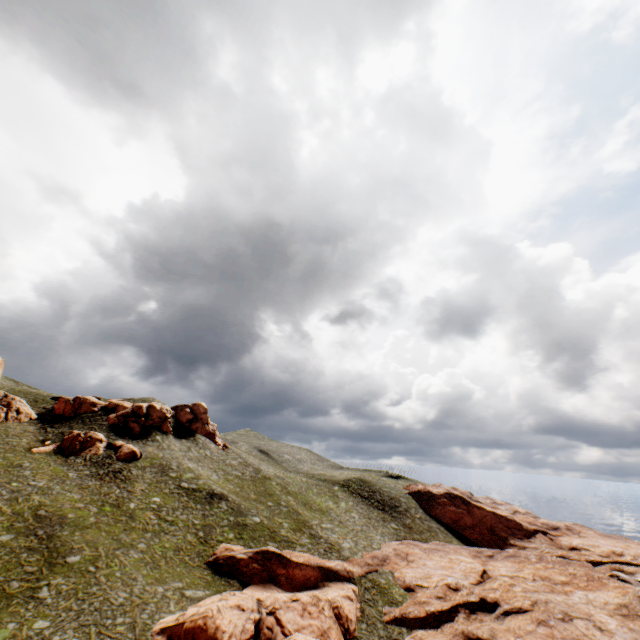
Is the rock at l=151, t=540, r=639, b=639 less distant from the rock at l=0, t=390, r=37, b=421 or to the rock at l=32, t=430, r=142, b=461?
the rock at l=32, t=430, r=142, b=461

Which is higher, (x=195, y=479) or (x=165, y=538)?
(x=195, y=479)

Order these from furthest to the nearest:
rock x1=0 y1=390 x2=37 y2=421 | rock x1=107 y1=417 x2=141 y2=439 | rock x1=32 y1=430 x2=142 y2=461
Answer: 1. rock x1=107 y1=417 x2=141 y2=439
2. rock x1=0 y1=390 x2=37 y2=421
3. rock x1=32 y1=430 x2=142 y2=461

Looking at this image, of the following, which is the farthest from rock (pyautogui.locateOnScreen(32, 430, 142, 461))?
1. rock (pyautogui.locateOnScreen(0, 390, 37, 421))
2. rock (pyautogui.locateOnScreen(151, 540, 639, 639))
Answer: rock (pyautogui.locateOnScreen(151, 540, 639, 639))

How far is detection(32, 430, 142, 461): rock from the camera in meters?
50.3 m

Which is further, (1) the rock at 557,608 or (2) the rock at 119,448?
(2) the rock at 119,448

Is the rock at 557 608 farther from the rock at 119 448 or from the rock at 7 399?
the rock at 7 399
